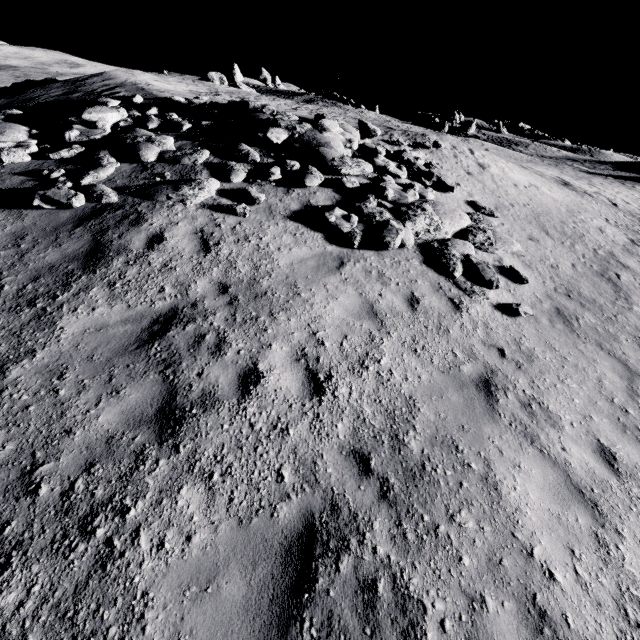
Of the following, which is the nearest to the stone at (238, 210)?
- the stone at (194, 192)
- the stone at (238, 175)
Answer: the stone at (194, 192)

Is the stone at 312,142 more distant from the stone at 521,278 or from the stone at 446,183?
the stone at 446,183

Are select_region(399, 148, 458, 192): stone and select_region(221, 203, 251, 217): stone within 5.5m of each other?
no

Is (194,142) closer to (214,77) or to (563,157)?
(214,77)

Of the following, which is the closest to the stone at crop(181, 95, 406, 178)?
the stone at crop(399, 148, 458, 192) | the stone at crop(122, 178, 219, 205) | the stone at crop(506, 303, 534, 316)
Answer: the stone at crop(399, 148, 458, 192)

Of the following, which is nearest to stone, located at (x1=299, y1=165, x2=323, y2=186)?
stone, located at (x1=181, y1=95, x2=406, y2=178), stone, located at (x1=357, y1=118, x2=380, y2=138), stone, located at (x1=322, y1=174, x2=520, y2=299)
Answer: stone, located at (x1=181, y1=95, x2=406, y2=178)

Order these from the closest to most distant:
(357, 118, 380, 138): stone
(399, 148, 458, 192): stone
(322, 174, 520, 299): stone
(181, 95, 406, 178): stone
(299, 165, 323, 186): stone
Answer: (322, 174, 520, 299): stone < (299, 165, 323, 186): stone < (181, 95, 406, 178): stone < (399, 148, 458, 192): stone < (357, 118, 380, 138): stone

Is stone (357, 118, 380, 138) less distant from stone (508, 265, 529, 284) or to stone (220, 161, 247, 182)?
stone (508, 265, 529, 284)
